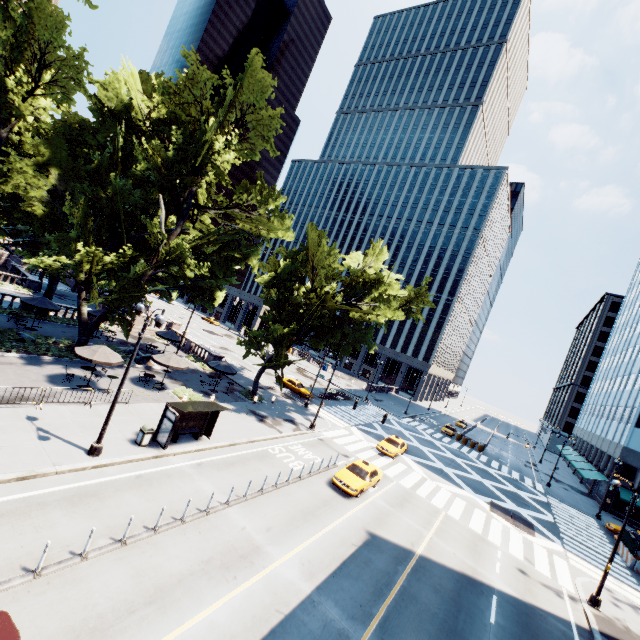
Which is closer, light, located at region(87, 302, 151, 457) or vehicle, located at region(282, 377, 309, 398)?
light, located at region(87, 302, 151, 457)

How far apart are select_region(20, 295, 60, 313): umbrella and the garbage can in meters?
17.8 m

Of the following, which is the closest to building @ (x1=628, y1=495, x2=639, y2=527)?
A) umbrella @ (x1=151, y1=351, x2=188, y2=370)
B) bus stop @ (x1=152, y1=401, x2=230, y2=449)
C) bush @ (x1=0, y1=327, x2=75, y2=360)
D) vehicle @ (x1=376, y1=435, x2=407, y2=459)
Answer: vehicle @ (x1=376, y1=435, x2=407, y2=459)

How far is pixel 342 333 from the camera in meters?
31.6

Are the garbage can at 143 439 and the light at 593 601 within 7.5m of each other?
no

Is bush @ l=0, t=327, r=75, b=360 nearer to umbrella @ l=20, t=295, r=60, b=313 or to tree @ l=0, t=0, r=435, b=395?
tree @ l=0, t=0, r=435, b=395

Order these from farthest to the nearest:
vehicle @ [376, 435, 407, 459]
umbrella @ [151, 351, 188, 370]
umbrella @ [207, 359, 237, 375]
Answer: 1. vehicle @ [376, 435, 407, 459]
2. umbrella @ [207, 359, 237, 375]
3. umbrella @ [151, 351, 188, 370]

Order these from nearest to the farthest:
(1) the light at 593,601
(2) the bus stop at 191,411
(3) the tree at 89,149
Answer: (2) the bus stop at 191,411 < (1) the light at 593,601 < (3) the tree at 89,149
